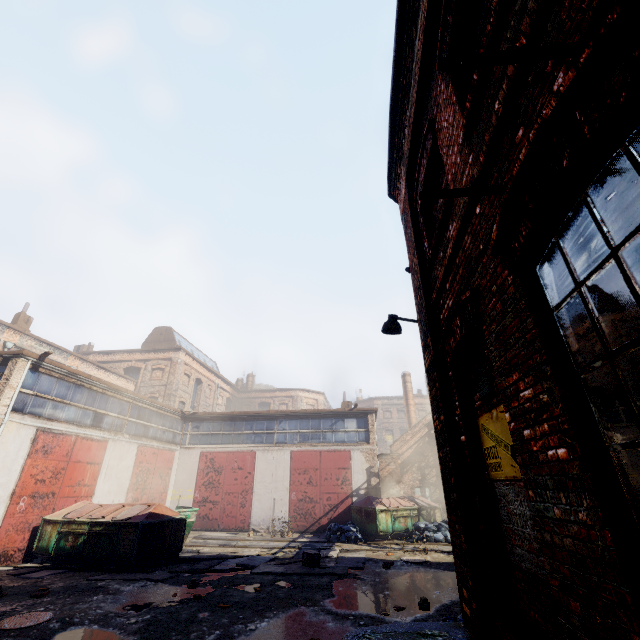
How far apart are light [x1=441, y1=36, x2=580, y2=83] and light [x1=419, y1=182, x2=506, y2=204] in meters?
0.8 m

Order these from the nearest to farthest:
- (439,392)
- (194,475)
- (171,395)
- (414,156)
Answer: (439,392) → (414,156) → (194,475) → (171,395)

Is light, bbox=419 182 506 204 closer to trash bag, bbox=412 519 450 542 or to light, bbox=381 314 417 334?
light, bbox=381 314 417 334

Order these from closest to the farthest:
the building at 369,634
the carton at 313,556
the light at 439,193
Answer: the light at 439,193 → the building at 369,634 → the carton at 313,556

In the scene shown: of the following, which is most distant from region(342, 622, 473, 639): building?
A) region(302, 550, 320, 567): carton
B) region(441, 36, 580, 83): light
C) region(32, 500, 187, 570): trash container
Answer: region(32, 500, 187, 570): trash container

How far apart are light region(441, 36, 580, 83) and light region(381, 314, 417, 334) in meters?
4.5

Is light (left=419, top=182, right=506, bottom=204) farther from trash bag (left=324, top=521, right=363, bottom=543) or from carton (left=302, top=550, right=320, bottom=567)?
trash bag (left=324, top=521, right=363, bottom=543)

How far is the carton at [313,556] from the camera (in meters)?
10.15
